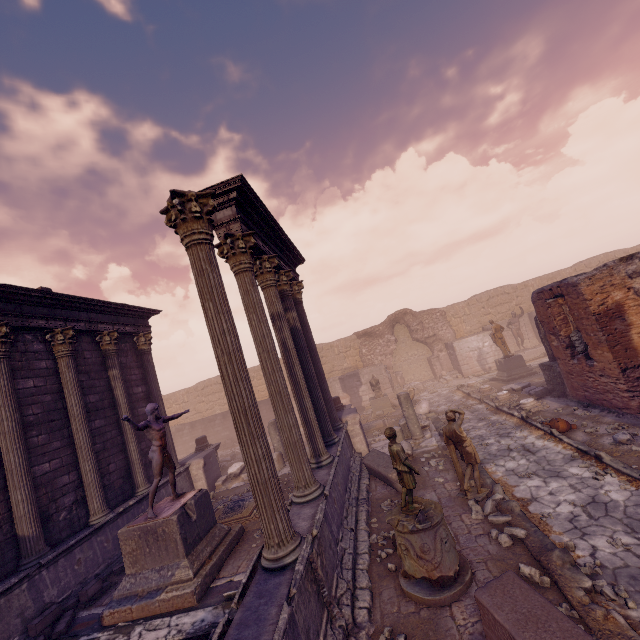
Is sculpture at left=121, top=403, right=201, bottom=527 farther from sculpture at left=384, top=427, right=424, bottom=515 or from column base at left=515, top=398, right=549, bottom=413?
column base at left=515, top=398, right=549, bottom=413

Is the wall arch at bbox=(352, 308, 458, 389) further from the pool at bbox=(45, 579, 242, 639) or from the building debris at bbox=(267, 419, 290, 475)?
the pool at bbox=(45, 579, 242, 639)

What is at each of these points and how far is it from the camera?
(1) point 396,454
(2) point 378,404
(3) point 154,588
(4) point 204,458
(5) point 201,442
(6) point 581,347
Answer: (1) sculpture, 5.3 meters
(2) pedestal, 17.9 meters
(3) pedestal, 6.0 meters
(4) relief sculpture, 13.0 meters
(5) column base, 14.6 meters
(6) sculpture, 9.7 meters

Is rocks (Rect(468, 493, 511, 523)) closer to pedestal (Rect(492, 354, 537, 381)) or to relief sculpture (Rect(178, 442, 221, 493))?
relief sculpture (Rect(178, 442, 221, 493))

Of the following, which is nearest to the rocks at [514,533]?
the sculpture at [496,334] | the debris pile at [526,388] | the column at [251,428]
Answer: the column at [251,428]

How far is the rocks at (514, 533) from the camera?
5.59m

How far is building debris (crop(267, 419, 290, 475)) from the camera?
12.0m

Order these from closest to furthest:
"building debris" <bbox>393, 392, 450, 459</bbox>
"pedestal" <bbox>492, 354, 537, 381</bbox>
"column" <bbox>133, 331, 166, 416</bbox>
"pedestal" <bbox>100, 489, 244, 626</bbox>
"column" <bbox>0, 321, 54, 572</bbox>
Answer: "pedestal" <bbox>100, 489, 244, 626</bbox> → "column" <bbox>0, 321, 54, 572</bbox> → "building debris" <bbox>393, 392, 450, 459</bbox> → "column" <bbox>133, 331, 166, 416</bbox> → "pedestal" <bbox>492, 354, 537, 381</bbox>
